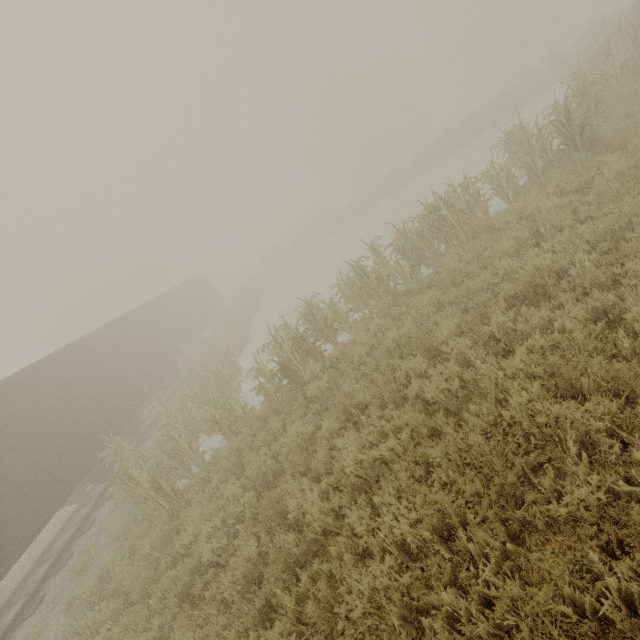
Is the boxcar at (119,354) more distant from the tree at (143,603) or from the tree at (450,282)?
the tree at (450,282)

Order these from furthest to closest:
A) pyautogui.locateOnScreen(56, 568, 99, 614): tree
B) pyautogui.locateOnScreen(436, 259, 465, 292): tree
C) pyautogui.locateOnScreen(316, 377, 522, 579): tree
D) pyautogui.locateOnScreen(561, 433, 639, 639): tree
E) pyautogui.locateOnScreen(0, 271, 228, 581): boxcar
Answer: pyautogui.locateOnScreen(0, 271, 228, 581): boxcar < pyautogui.locateOnScreen(436, 259, 465, 292): tree < pyautogui.locateOnScreen(56, 568, 99, 614): tree < pyautogui.locateOnScreen(316, 377, 522, 579): tree < pyautogui.locateOnScreen(561, 433, 639, 639): tree

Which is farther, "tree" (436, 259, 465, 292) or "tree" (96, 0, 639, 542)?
"tree" (436, 259, 465, 292)

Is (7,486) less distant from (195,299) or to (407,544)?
(407,544)

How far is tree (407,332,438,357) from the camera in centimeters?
614cm

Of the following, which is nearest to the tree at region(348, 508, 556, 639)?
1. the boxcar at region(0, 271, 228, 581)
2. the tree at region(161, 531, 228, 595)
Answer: the tree at region(161, 531, 228, 595)

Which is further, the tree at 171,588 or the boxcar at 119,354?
the boxcar at 119,354
